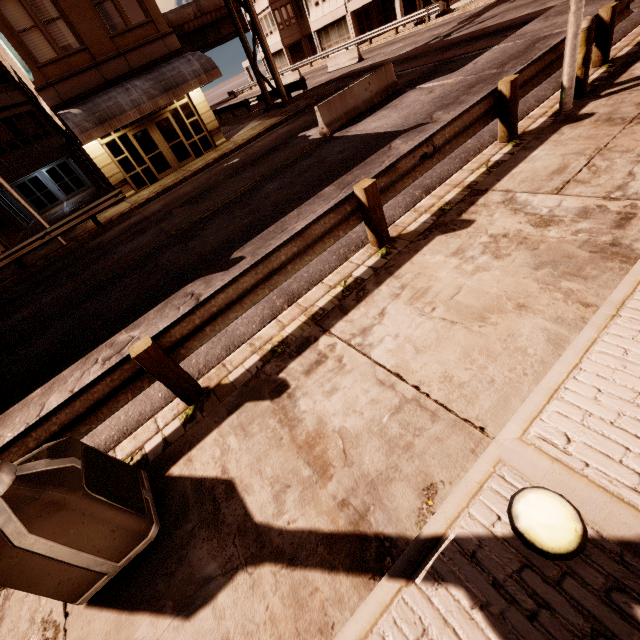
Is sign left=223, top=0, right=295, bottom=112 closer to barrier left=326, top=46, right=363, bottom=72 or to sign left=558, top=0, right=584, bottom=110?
barrier left=326, top=46, right=363, bottom=72

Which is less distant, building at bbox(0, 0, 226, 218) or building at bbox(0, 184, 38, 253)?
building at bbox(0, 0, 226, 218)

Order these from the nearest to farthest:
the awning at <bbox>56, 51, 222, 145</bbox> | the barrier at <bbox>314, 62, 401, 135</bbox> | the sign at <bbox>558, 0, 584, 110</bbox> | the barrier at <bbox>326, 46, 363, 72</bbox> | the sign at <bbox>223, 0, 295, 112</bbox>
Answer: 1. the sign at <bbox>558, 0, 584, 110</bbox>
2. the barrier at <bbox>314, 62, 401, 135</bbox>
3. the awning at <bbox>56, 51, 222, 145</bbox>
4. the sign at <bbox>223, 0, 295, 112</bbox>
5. the barrier at <bbox>326, 46, 363, 72</bbox>

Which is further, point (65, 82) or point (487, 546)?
point (65, 82)

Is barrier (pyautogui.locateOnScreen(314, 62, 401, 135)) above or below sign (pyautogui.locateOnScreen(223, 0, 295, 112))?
below

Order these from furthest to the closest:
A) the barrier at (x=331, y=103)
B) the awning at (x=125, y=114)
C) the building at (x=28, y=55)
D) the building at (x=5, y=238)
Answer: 1. the building at (x=5, y=238)
2. the awning at (x=125, y=114)
3. the building at (x=28, y=55)
4. the barrier at (x=331, y=103)

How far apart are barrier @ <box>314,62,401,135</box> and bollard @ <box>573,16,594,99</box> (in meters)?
7.59

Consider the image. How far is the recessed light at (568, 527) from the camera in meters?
1.9 m
